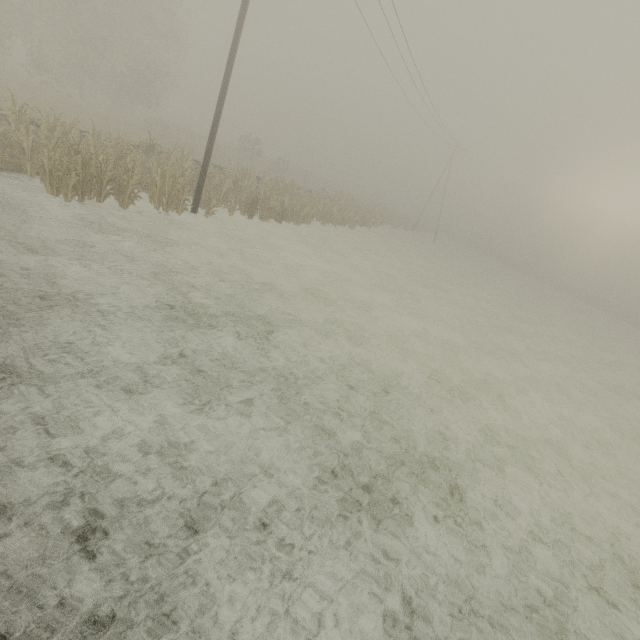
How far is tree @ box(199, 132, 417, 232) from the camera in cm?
1689

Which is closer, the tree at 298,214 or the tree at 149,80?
the tree at 149,80

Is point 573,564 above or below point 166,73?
below

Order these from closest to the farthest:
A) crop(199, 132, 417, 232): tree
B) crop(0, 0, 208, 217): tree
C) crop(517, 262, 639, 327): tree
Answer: crop(0, 0, 208, 217): tree < crop(199, 132, 417, 232): tree < crop(517, 262, 639, 327): tree

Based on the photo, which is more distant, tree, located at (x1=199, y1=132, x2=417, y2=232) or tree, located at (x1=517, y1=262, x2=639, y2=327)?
tree, located at (x1=517, y1=262, x2=639, y2=327)

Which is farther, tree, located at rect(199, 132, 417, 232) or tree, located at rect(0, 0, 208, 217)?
tree, located at rect(199, 132, 417, 232)

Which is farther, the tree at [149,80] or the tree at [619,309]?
the tree at [619,309]
